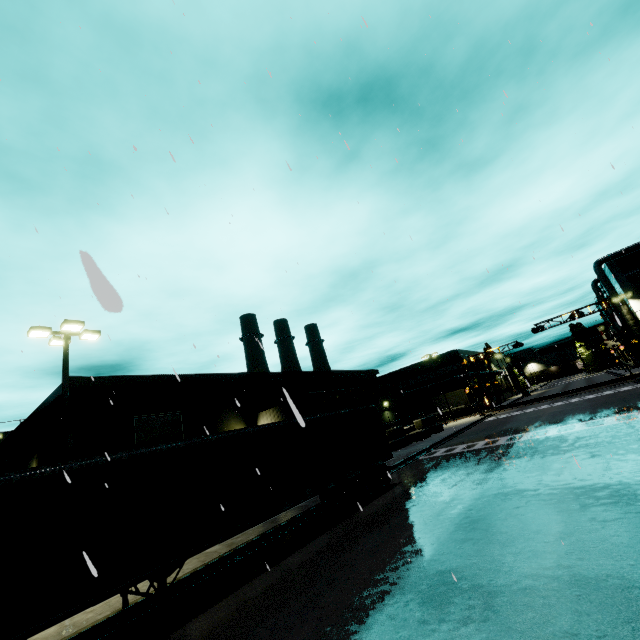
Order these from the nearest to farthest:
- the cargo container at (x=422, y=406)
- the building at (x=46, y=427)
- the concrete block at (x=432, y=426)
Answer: the building at (x=46, y=427) < the concrete block at (x=432, y=426) < the cargo container at (x=422, y=406)

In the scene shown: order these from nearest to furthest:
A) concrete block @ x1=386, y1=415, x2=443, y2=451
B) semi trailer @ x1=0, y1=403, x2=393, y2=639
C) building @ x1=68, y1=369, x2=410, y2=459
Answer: semi trailer @ x1=0, y1=403, x2=393, y2=639
building @ x1=68, y1=369, x2=410, y2=459
concrete block @ x1=386, y1=415, x2=443, y2=451

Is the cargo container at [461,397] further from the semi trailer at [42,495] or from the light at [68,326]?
the light at [68,326]

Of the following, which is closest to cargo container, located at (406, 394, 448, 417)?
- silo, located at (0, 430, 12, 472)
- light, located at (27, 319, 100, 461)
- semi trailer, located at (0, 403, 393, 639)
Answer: semi trailer, located at (0, 403, 393, 639)

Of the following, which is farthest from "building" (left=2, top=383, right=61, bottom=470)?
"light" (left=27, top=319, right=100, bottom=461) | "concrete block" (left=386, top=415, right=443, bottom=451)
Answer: "light" (left=27, top=319, right=100, bottom=461)

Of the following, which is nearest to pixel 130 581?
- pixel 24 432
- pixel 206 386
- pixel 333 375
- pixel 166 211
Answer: pixel 166 211

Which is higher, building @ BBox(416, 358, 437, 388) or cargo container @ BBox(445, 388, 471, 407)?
building @ BBox(416, 358, 437, 388)

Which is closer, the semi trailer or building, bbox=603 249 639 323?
the semi trailer
